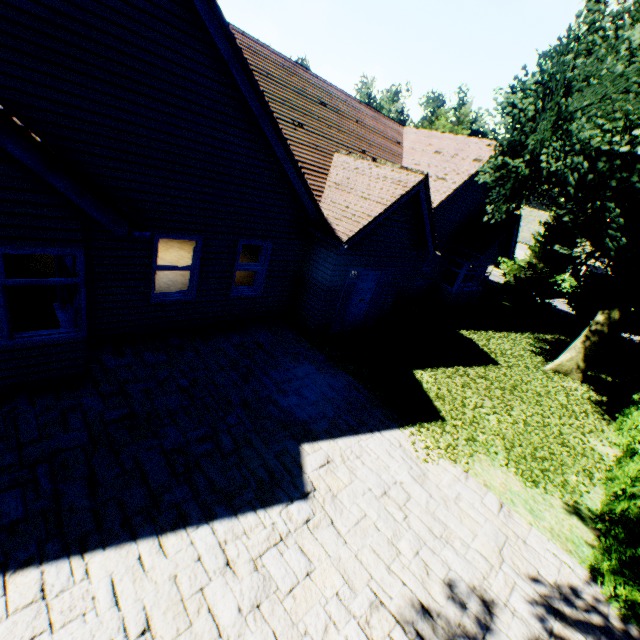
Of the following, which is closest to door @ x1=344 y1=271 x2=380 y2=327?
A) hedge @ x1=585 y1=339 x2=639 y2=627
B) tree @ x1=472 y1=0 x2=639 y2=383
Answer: tree @ x1=472 y1=0 x2=639 y2=383

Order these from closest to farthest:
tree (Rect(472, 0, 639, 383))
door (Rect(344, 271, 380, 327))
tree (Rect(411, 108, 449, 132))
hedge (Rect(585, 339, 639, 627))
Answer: hedge (Rect(585, 339, 639, 627))
tree (Rect(472, 0, 639, 383))
door (Rect(344, 271, 380, 327))
tree (Rect(411, 108, 449, 132))

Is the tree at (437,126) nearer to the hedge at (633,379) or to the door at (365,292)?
the hedge at (633,379)

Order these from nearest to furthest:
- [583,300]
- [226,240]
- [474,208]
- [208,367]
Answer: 1. [208,367]
2. [226,240]
3. [474,208]
4. [583,300]

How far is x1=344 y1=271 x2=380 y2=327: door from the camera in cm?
1076

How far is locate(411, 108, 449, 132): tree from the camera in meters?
22.6

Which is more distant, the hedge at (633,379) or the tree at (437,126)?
the tree at (437,126)

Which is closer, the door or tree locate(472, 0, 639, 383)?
tree locate(472, 0, 639, 383)
